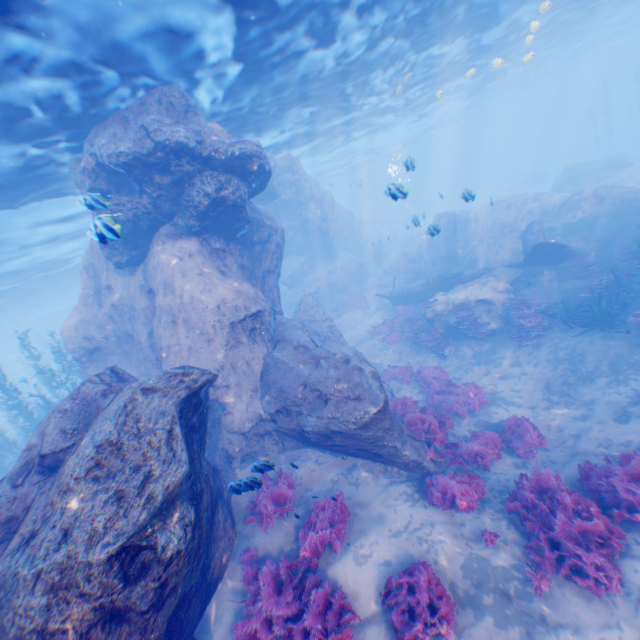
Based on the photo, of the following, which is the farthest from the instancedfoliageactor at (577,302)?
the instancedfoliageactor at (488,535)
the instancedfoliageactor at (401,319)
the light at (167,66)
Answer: the instancedfoliageactor at (488,535)

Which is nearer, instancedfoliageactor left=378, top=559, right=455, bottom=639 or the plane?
instancedfoliageactor left=378, top=559, right=455, bottom=639

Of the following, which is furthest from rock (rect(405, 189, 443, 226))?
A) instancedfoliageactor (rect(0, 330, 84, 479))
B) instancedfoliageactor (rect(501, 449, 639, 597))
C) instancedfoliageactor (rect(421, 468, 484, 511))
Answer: instancedfoliageactor (rect(501, 449, 639, 597))

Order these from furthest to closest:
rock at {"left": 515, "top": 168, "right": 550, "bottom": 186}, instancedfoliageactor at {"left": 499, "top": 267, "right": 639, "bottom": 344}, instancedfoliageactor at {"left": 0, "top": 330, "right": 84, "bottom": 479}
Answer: rock at {"left": 515, "top": 168, "right": 550, "bottom": 186}, instancedfoliageactor at {"left": 0, "top": 330, "right": 84, "bottom": 479}, instancedfoliageactor at {"left": 499, "top": 267, "right": 639, "bottom": 344}

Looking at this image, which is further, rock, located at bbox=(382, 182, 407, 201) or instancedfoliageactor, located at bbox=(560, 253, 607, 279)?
instancedfoliageactor, located at bbox=(560, 253, 607, 279)

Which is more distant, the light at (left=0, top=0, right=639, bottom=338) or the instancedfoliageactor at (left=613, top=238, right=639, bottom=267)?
the instancedfoliageactor at (left=613, top=238, right=639, bottom=267)

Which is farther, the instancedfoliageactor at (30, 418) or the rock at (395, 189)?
the instancedfoliageactor at (30, 418)

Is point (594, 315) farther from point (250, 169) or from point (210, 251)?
point (210, 251)
